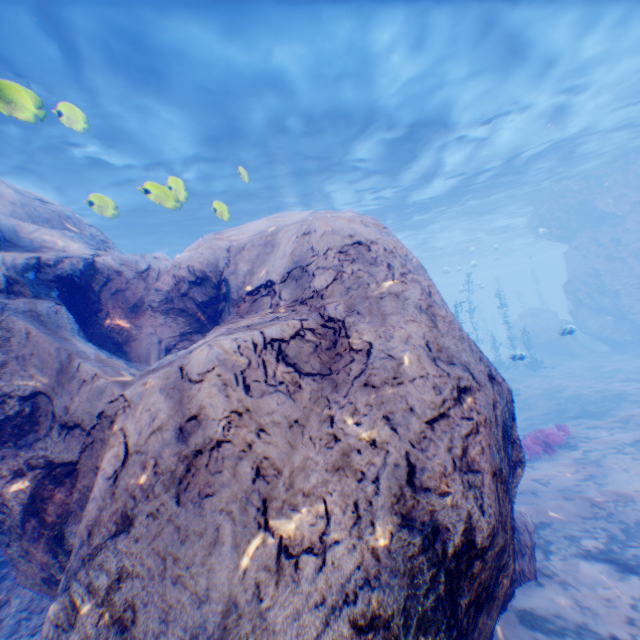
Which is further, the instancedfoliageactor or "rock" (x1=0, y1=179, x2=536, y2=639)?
the instancedfoliageactor

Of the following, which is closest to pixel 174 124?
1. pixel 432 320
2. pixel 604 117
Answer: pixel 432 320

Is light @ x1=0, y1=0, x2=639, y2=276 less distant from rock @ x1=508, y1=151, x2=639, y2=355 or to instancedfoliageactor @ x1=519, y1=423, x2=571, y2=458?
rock @ x1=508, y1=151, x2=639, y2=355

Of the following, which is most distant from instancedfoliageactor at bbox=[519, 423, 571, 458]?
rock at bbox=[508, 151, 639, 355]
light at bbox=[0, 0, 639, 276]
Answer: light at bbox=[0, 0, 639, 276]

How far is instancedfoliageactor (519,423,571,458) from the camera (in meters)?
8.64

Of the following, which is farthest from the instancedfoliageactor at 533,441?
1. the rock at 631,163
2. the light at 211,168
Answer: the light at 211,168

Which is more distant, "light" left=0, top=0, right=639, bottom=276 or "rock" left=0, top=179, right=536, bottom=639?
"light" left=0, top=0, right=639, bottom=276

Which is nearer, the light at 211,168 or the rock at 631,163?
the light at 211,168
